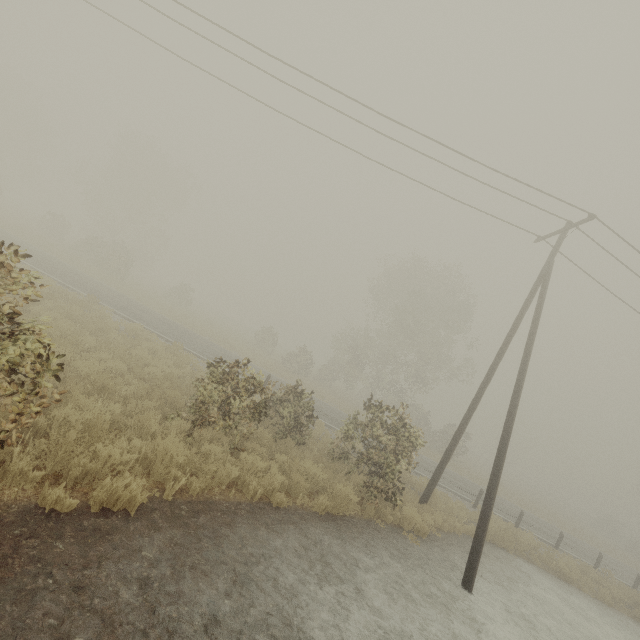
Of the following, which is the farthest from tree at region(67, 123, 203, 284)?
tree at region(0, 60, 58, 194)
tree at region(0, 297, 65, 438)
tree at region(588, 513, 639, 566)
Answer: tree at region(588, 513, 639, 566)

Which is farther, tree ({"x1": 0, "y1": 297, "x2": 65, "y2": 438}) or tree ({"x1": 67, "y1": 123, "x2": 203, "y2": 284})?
tree ({"x1": 67, "y1": 123, "x2": 203, "y2": 284})

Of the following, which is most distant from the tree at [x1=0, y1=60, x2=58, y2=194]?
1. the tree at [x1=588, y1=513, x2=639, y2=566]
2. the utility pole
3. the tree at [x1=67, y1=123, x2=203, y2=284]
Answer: the tree at [x1=588, y1=513, x2=639, y2=566]

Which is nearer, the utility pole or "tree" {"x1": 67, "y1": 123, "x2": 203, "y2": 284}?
the utility pole

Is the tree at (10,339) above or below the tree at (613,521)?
below

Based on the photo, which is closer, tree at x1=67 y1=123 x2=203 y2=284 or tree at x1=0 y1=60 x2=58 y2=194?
tree at x1=67 y1=123 x2=203 y2=284

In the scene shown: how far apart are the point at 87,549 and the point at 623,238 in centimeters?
1616cm

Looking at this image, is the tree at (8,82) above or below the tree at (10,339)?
above
